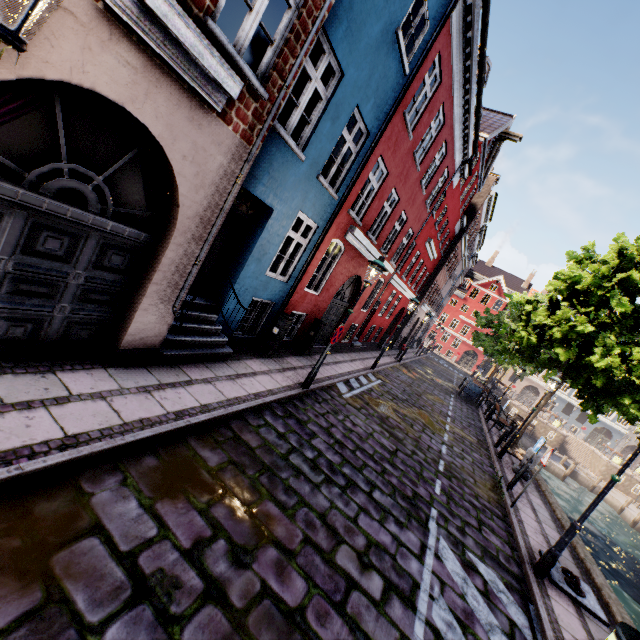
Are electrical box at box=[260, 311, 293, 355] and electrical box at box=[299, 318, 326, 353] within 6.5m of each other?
yes

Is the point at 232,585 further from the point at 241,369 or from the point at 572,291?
the point at 572,291

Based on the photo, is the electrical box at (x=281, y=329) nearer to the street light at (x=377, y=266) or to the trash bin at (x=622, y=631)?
the street light at (x=377, y=266)

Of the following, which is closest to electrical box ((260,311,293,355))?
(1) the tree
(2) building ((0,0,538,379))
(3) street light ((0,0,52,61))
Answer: (2) building ((0,0,538,379))

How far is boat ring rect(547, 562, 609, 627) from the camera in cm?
585

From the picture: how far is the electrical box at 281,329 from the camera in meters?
9.0 m

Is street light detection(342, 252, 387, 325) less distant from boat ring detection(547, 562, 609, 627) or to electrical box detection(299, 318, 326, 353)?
boat ring detection(547, 562, 609, 627)

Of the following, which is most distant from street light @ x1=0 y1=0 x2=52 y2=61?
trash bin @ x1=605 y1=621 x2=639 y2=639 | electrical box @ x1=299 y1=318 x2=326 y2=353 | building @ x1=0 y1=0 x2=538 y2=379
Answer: electrical box @ x1=299 y1=318 x2=326 y2=353
